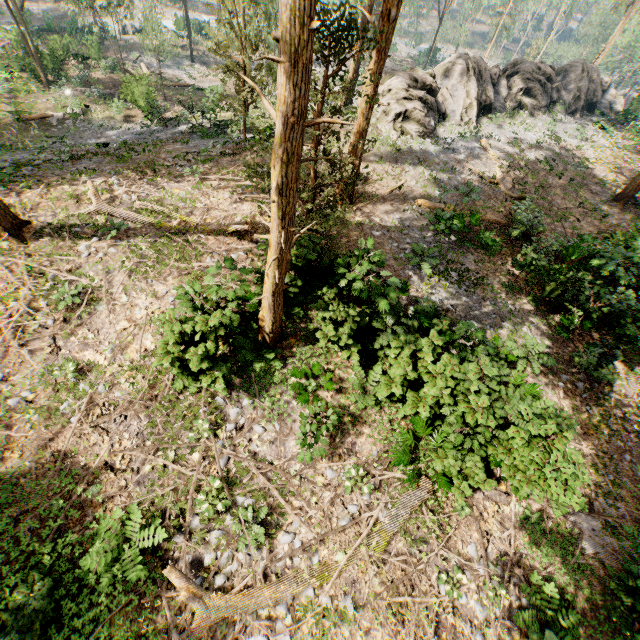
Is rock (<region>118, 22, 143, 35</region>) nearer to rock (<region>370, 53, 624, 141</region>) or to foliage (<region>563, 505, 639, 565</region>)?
foliage (<region>563, 505, 639, 565</region>)

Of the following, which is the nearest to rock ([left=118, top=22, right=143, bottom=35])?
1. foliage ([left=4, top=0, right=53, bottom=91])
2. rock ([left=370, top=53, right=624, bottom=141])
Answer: foliage ([left=4, top=0, right=53, bottom=91])

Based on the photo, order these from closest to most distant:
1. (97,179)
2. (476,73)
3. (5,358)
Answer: (5,358) → (97,179) → (476,73)

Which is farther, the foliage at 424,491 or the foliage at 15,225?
the foliage at 15,225

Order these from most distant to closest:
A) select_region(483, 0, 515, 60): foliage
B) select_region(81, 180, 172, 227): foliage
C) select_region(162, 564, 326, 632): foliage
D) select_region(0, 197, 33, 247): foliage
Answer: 1. select_region(483, 0, 515, 60): foliage
2. select_region(81, 180, 172, 227): foliage
3. select_region(0, 197, 33, 247): foliage
4. select_region(162, 564, 326, 632): foliage
